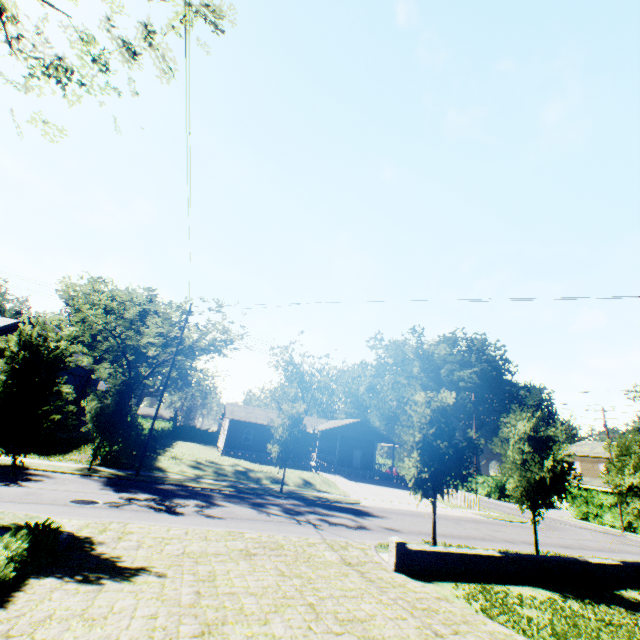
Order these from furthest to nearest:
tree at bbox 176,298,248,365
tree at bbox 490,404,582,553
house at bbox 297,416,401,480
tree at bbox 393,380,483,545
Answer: house at bbox 297,416,401,480, tree at bbox 176,298,248,365, tree at bbox 490,404,582,553, tree at bbox 393,380,483,545

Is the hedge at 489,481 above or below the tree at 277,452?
below

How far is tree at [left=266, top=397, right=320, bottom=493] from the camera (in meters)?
22.66

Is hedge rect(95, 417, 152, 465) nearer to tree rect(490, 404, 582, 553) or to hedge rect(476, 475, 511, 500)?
tree rect(490, 404, 582, 553)

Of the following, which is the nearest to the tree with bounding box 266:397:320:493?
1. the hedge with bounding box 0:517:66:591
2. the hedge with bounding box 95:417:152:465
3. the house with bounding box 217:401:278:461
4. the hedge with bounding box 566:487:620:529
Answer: the hedge with bounding box 95:417:152:465

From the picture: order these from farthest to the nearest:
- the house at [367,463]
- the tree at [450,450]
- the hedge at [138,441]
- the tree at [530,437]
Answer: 1. the house at [367,463]
2. the hedge at [138,441]
3. the tree at [530,437]
4. the tree at [450,450]

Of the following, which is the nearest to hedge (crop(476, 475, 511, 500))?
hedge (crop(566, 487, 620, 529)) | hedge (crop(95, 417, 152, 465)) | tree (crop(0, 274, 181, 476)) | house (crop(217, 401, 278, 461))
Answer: hedge (crop(566, 487, 620, 529))

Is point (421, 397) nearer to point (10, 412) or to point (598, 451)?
point (10, 412)
